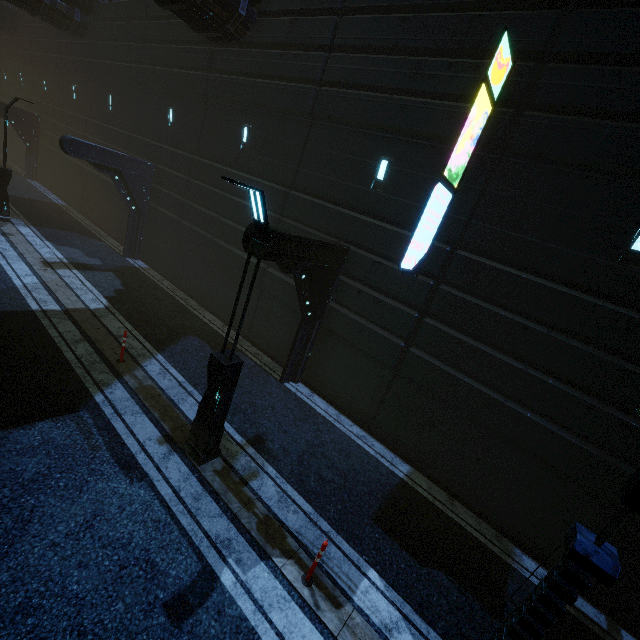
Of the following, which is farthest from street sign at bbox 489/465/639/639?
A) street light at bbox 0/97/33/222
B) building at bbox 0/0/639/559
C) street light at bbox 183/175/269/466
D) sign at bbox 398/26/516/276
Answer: street light at bbox 0/97/33/222

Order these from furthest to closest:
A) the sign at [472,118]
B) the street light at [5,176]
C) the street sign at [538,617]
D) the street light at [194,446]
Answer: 1. the street light at [5,176]
2. the sign at [472,118]
3. the street light at [194,446]
4. the street sign at [538,617]

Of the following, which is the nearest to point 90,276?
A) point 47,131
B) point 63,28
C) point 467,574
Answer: point 467,574

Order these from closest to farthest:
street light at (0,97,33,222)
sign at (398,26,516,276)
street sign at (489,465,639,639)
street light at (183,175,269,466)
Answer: street sign at (489,465,639,639)
street light at (183,175,269,466)
sign at (398,26,516,276)
street light at (0,97,33,222)

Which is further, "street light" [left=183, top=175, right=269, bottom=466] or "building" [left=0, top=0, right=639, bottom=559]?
"building" [left=0, top=0, right=639, bottom=559]

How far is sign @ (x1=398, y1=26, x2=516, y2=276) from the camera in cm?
630

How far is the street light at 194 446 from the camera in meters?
5.2 m

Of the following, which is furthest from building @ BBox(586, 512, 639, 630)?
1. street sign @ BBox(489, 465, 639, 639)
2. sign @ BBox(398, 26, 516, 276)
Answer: street sign @ BBox(489, 465, 639, 639)
